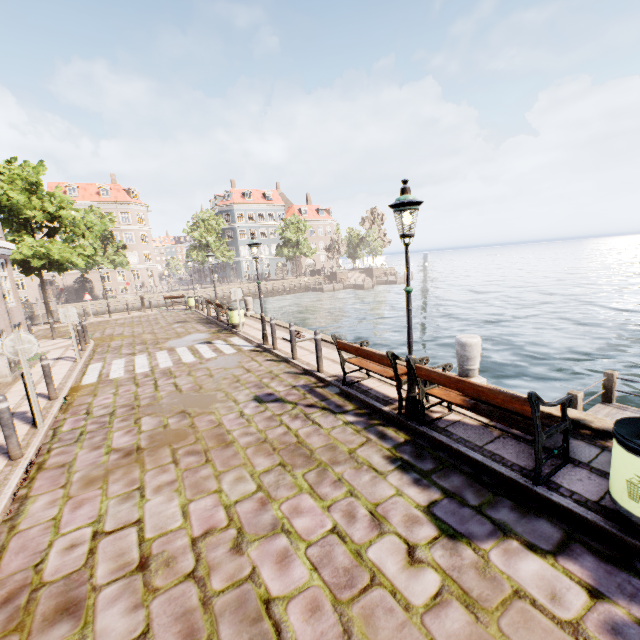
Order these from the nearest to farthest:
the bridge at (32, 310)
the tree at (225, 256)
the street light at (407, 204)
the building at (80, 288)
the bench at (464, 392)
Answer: the bench at (464, 392) → the street light at (407, 204) → the bridge at (32, 310) → the tree at (225, 256) → the building at (80, 288)

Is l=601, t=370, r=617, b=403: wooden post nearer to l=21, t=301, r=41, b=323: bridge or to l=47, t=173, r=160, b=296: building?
l=21, t=301, r=41, b=323: bridge

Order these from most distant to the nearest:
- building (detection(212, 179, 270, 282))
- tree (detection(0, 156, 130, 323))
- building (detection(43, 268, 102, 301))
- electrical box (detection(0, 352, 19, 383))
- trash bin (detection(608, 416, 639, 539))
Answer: building (detection(212, 179, 270, 282)), building (detection(43, 268, 102, 301)), tree (detection(0, 156, 130, 323)), electrical box (detection(0, 352, 19, 383)), trash bin (detection(608, 416, 639, 539))

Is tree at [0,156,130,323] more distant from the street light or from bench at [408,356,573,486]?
bench at [408,356,573,486]

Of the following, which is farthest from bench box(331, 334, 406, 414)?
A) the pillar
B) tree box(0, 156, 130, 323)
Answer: tree box(0, 156, 130, 323)

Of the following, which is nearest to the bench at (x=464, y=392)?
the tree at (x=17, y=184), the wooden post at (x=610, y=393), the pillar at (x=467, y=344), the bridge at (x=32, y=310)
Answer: the pillar at (x=467, y=344)

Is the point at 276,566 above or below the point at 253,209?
below

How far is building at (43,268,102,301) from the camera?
45.8 meters
